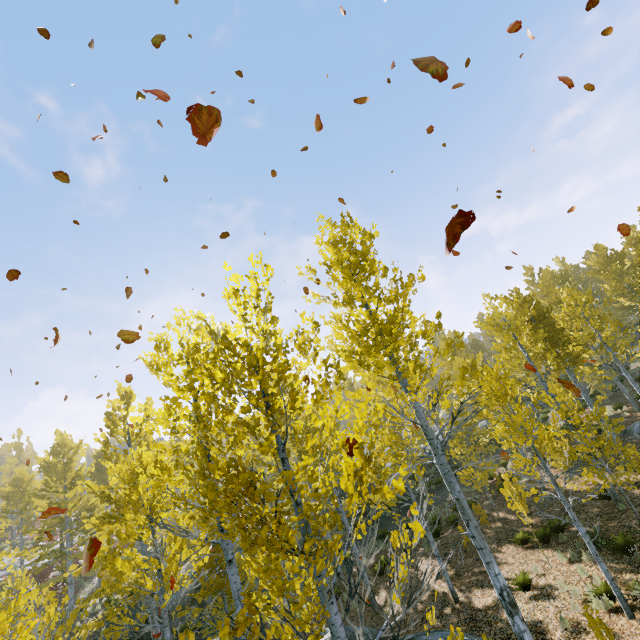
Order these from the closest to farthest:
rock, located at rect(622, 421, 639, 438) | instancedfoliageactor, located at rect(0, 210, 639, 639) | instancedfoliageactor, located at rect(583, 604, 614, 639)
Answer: instancedfoliageactor, located at rect(0, 210, 639, 639) → instancedfoliageactor, located at rect(583, 604, 614, 639) → rock, located at rect(622, 421, 639, 438)

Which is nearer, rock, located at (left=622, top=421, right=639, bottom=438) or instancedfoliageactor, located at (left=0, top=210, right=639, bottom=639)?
instancedfoliageactor, located at (left=0, top=210, right=639, bottom=639)

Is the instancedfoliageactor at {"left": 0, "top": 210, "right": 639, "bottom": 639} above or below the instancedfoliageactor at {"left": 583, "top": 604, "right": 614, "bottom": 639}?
above

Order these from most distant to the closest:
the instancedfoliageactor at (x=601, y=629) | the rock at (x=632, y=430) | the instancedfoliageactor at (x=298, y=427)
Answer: the rock at (x=632, y=430), the instancedfoliageactor at (x=601, y=629), the instancedfoliageactor at (x=298, y=427)

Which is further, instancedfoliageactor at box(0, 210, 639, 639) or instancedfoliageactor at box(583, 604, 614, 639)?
instancedfoliageactor at box(583, 604, 614, 639)

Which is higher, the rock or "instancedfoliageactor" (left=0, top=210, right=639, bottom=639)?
"instancedfoliageactor" (left=0, top=210, right=639, bottom=639)

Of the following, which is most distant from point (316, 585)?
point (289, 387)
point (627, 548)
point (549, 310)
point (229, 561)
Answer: point (549, 310)

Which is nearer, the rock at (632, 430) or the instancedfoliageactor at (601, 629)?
the instancedfoliageactor at (601, 629)
